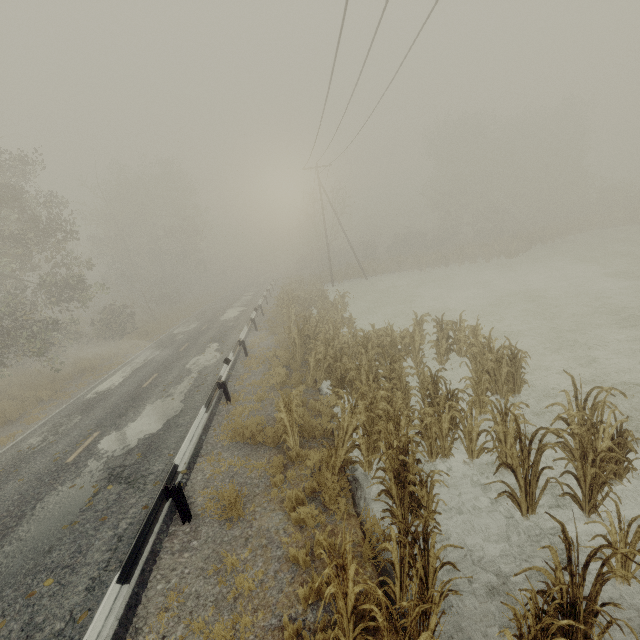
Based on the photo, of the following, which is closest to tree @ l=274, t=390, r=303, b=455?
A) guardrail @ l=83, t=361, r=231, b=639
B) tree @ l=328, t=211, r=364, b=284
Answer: guardrail @ l=83, t=361, r=231, b=639

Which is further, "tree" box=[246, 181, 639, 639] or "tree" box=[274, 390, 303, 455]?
"tree" box=[274, 390, 303, 455]

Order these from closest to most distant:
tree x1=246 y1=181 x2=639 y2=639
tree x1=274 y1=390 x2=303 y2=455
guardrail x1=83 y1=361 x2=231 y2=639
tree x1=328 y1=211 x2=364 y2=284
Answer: tree x1=246 y1=181 x2=639 y2=639 → guardrail x1=83 y1=361 x2=231 y2=639 → tree x1=274 y1=390 x2=303 y2=455 → tree x1=328 y1=211 x2=364 y2=284

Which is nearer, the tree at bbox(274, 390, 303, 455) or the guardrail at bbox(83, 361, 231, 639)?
the guardrail at bbox(83, 361, 231, 639)

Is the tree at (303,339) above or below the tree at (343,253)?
below

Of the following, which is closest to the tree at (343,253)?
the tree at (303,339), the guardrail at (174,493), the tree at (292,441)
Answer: the guardrail at (174,493)

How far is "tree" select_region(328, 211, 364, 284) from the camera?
36.1m

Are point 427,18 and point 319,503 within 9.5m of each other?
no
